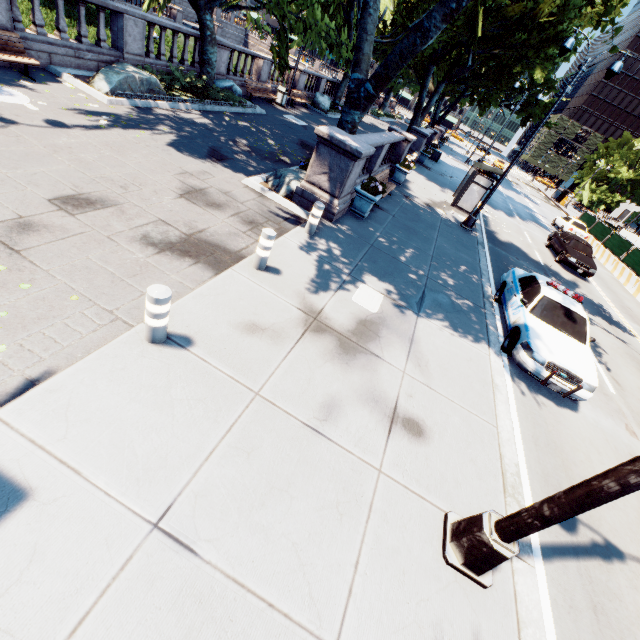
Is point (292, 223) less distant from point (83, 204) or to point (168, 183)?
point (168, 183)

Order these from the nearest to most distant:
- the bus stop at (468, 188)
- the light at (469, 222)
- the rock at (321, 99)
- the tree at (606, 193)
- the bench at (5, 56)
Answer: the bench at (5, 56)
the light at (469, 222)
the bus stop at (468, 188)
the rock at (321, 99)
the tree at (606, 193)

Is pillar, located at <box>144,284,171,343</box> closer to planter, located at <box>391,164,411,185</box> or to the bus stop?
planter, located at <box>391,164,411,185</box>

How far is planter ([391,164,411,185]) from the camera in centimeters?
1631cm

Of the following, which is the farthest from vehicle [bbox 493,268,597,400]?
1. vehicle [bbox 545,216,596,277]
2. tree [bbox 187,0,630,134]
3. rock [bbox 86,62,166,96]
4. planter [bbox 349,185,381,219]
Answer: rock [bbox 86,62,166,96]

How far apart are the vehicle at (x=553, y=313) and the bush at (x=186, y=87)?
14.5 meters

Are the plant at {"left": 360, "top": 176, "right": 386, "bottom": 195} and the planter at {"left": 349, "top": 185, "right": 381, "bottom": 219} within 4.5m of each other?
yes

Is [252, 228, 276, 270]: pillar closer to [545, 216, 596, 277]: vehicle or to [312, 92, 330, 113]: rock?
[545, 216, 596, 277]: vehicle
